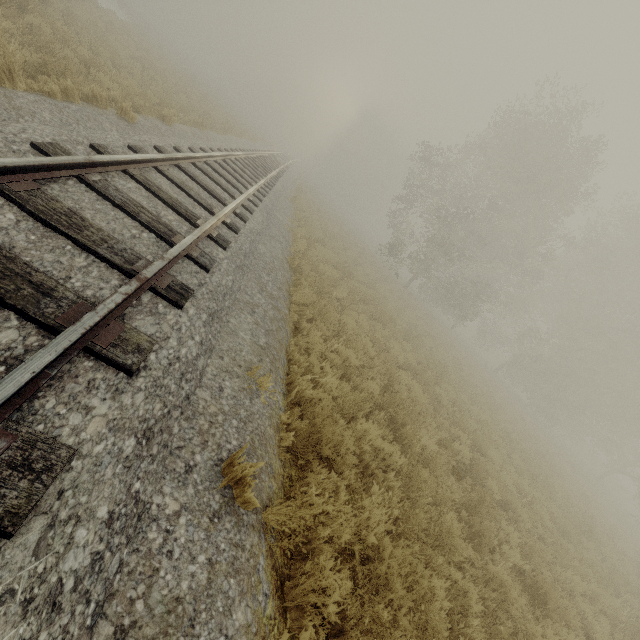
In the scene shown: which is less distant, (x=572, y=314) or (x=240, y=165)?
(x=240, y=165)
